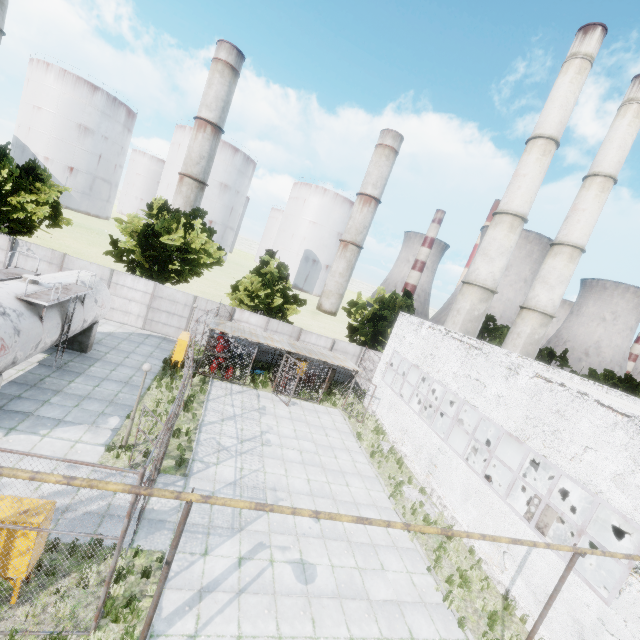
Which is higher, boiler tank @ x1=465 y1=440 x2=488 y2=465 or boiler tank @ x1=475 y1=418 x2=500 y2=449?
boiler tank @ x1=475 y1=418 x2=500 y2=449

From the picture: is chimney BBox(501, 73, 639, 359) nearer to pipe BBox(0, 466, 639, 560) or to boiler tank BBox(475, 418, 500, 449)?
boiler tank BBox(475, 418, 500, 449)

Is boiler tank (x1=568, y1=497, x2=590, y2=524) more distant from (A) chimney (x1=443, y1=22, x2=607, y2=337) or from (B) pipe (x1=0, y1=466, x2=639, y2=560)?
(B) pipe (x1=0, y1=466, x2=639, y2=560)

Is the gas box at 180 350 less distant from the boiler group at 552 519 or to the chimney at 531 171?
the boiler group at 552 519

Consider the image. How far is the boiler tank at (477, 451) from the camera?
19.9 meters

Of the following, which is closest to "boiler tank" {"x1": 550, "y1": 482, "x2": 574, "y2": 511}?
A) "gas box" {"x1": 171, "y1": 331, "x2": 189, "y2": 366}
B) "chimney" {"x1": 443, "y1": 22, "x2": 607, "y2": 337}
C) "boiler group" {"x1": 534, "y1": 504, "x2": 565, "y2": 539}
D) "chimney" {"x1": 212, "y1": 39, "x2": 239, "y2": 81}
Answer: "boiler group" {"x1": 534, "y1": 504, "x2": 565, "y2": 539}

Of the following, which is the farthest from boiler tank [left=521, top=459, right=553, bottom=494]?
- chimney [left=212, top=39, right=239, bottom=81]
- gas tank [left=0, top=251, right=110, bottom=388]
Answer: chimney [left=212, top=39, right=239, bottom=81]

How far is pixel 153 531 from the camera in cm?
931
